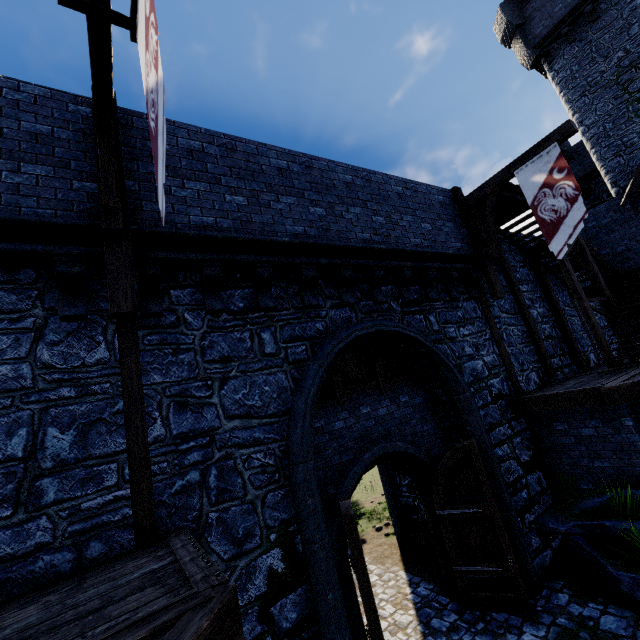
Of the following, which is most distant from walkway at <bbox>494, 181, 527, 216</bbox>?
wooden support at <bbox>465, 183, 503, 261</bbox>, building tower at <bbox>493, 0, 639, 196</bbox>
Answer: building tower at <bbox>493, 0, 639, 196</bbox>

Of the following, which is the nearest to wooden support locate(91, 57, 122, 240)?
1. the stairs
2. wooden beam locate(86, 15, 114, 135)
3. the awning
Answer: wooden beam locate(86, 15, 114, 135)

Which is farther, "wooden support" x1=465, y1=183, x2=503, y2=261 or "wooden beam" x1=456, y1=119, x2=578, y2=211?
"wooden support" x1=465, y1=183, x2=503, y2=261

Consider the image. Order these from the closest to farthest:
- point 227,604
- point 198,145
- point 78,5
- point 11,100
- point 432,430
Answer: point 227,604
point 78,5
point 11,100
point 198,145
point 432,430

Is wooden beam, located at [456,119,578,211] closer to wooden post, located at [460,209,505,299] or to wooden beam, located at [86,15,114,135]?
wooden post, located at [460,209,505,299]

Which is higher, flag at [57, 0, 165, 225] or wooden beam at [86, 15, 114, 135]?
wooden beam at [86, 15, 114, 135]

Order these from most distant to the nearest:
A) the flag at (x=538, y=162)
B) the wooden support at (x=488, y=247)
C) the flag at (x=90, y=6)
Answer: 1. the wooden support at (x=488, y=247)
2. the flag at (x=538, y=162)
3. the flag at (x=90, y=6)

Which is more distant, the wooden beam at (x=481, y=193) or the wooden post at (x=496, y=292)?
the wooden post at (x=496, y=292)
